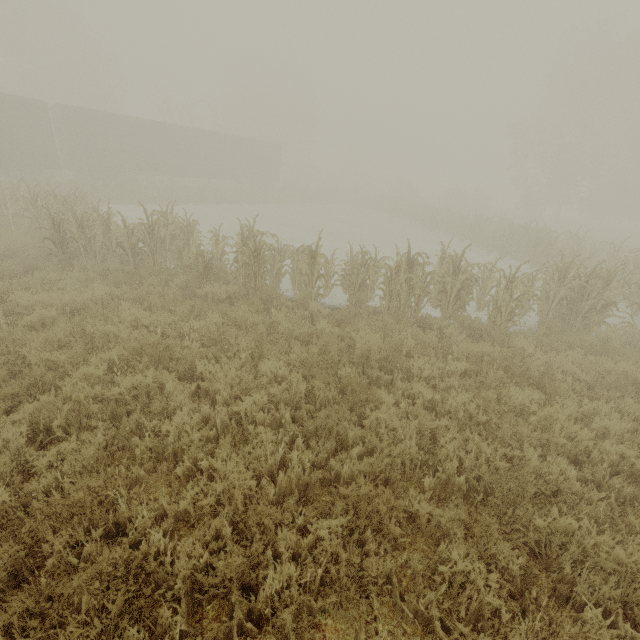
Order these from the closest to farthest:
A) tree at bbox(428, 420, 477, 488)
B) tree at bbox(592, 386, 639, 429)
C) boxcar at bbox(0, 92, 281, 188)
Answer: tree at bbox(428, 420, 477, 488), tree at bbox(592, 386, 639, 429), boxcar at bbox(0, 92, 281, 188)

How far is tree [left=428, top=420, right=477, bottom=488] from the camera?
3.6 meters

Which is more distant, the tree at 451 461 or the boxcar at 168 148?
the boxcar at 168 148

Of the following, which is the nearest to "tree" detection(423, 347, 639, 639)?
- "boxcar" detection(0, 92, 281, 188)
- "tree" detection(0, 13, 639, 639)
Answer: "tree" detection(0, 13, 639, 639)

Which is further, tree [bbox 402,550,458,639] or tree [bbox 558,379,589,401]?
tree [bbox 558,379,589,401]

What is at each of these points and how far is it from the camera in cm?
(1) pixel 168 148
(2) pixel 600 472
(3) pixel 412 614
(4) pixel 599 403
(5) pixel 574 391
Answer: (1) boxcar, 2536
(2) tree, 380
(3) tree, 255
(4) tree, 480
(5) tree, 506

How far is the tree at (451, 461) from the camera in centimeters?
360cm
